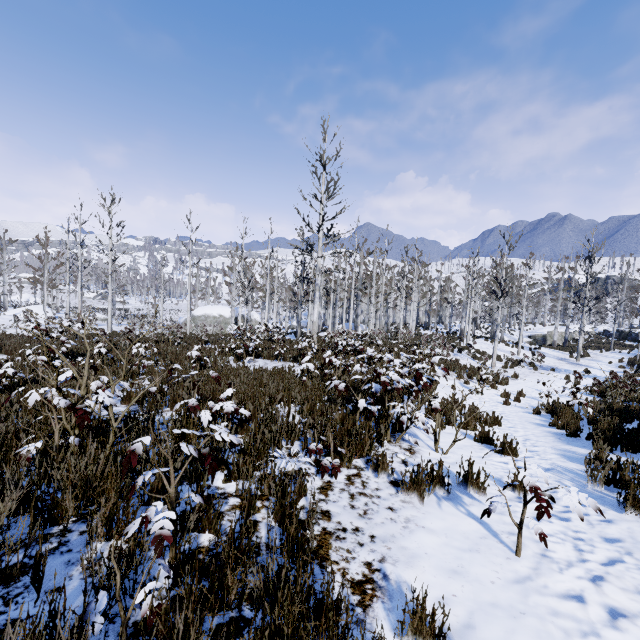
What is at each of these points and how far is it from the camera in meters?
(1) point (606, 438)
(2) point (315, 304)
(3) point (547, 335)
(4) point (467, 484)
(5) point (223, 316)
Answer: (1) instancedfoliageactor, 5.8
(2) instancedfoliageactor, 17.1
(3) rock, 37.7
(4) instancedfoliageactor, 3.9
(5) rock, 37.0

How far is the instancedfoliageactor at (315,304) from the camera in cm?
348

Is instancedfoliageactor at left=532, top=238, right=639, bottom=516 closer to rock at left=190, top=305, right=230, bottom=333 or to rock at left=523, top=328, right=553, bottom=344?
rock at left=523, top=328, right=553, bottom=344

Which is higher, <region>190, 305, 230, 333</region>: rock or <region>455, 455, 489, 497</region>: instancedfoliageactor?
<region>455, 455, 489, 497</region>: instancedfoliageactor

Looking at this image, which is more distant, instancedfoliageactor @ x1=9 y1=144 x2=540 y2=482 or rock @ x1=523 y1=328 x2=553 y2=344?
rock @ x1=523 y1=328 x2=553 y2=344

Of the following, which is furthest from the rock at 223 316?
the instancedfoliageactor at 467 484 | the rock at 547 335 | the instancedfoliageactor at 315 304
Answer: the instancedfoliageactor at 467 484

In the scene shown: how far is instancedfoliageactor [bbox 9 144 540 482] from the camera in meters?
3.5

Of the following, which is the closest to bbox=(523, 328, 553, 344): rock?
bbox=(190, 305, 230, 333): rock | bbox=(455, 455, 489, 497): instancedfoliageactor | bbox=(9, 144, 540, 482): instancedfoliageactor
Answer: bbox=(9, 144, 540, 482): instancedfoliageactor
